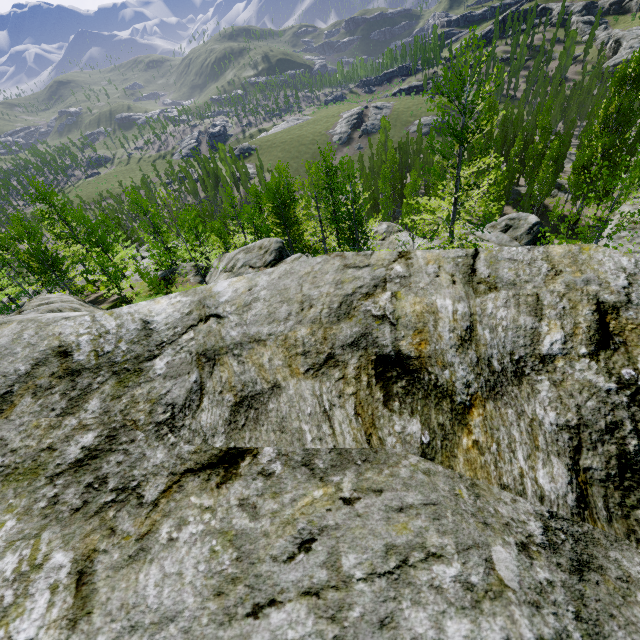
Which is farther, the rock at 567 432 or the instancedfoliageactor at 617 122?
the instancedfoliageactor at 617 122

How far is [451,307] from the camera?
1.5 meters

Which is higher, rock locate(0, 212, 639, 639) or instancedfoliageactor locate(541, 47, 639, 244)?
rock locate(0, 212, 639, 639)

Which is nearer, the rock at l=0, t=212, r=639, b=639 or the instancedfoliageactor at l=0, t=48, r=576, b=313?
the rock at l=0, t=212, r=639, b=639

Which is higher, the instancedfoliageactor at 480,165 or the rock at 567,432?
the rock at 567,432

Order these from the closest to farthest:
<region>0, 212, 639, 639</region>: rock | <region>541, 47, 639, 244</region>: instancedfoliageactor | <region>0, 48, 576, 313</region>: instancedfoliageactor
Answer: <region>0, 212, 639, 639</region>: rock → <region>541, 47, 639, 244</region>: instancedfoliageactor → <region>0, 48, 576, 313</region>: instancedfoliageactor

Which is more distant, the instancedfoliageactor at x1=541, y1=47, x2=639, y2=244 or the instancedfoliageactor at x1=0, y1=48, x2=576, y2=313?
the instancedfoliageactor at x1=0, y1=48, x2=576, y2=313
